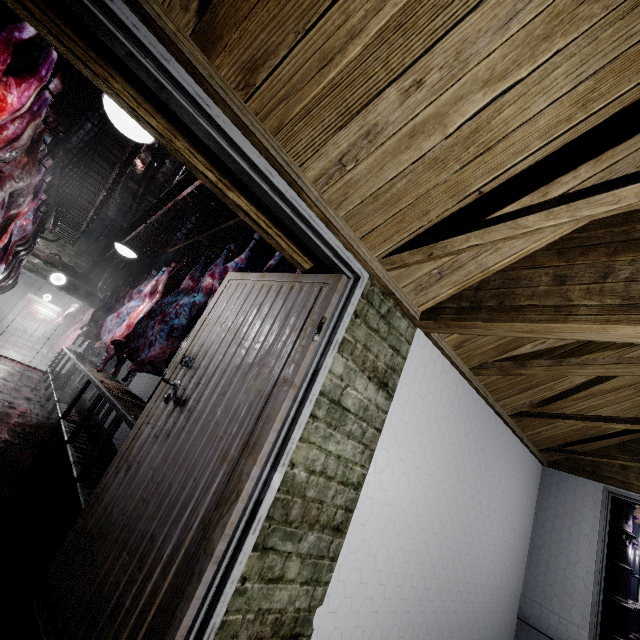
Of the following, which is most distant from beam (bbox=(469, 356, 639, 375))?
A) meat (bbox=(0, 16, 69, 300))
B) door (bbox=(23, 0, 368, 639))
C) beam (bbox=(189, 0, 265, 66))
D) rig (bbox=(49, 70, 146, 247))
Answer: meat (bbox=(0, 16, 69, 300))

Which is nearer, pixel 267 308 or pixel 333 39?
pixel 333 39

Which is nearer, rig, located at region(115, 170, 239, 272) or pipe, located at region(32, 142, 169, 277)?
rig, located at region(115, 170, 239, 272)

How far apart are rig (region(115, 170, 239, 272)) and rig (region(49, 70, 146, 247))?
0.60m

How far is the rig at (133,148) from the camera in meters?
3.0 m

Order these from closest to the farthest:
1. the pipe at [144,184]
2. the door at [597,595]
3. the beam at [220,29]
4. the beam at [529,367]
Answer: the beam at [220,29] < the beam at [529,367] < the door at [597,595] < the pipe at [144,184]

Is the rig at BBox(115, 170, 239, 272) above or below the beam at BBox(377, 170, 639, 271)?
above

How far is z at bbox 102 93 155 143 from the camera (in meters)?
1.88
